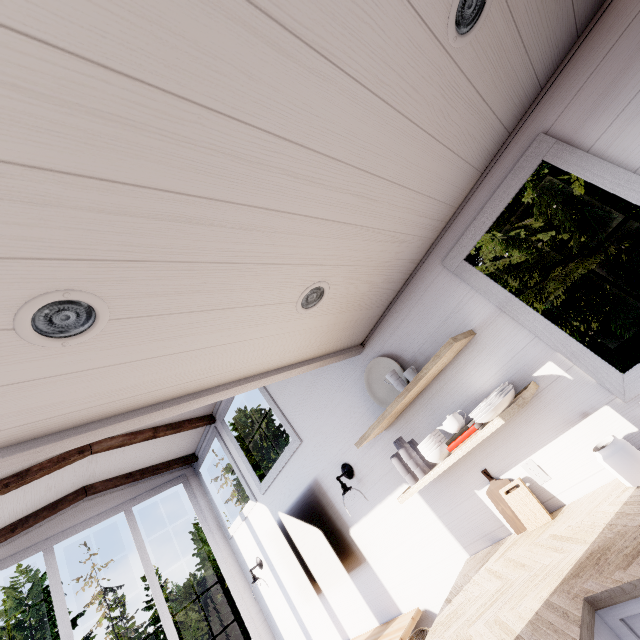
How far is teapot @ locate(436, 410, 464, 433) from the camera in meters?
1.9

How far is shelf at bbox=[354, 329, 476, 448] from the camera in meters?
1.8 m

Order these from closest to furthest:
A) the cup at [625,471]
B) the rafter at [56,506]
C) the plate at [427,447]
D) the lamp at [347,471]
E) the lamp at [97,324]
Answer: the lamp at [97,324], the cup at [625,471], the plate at [427,447], the lamp at [347,471], the rafter at [56,506]

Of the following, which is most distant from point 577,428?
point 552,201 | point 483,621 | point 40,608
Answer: point 40,608

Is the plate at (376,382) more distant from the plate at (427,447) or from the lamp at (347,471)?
the lamp at (347,471)

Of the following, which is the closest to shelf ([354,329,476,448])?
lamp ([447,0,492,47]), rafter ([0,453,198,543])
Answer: lamp ([447,0,492,47])

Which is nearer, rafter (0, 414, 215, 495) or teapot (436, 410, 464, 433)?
teapot (436, 410, 464, 433)

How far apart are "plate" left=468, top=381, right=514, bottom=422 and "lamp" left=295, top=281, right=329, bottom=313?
1.1m
